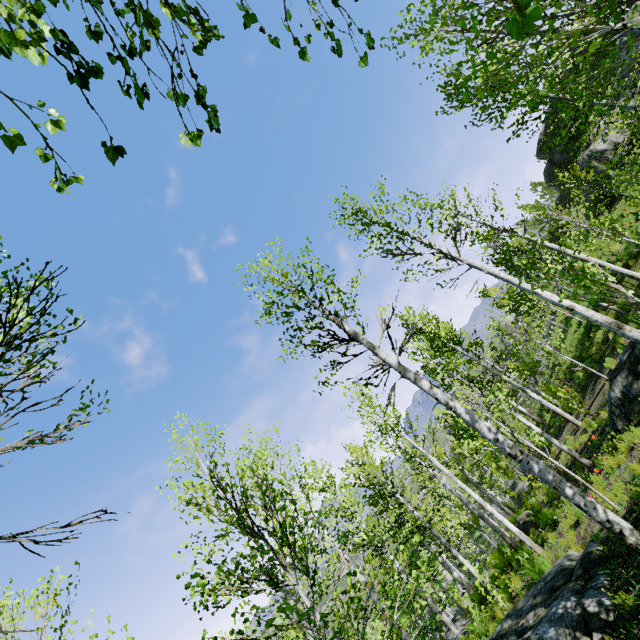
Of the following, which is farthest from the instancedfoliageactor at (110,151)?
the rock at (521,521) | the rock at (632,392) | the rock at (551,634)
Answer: the rock at (521,521)

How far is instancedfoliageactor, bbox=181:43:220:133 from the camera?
1.4 meters

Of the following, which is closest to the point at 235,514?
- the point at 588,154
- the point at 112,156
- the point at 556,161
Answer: the point at 112,156

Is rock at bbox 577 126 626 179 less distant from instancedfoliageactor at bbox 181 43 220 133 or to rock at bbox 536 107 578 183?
rock at bbox 536 107 578 183

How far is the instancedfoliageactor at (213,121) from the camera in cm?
142

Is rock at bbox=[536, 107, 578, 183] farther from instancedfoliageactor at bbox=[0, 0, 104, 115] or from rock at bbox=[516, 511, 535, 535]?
instancedfoliageactor at bbox=[0, 0, 104, 115]

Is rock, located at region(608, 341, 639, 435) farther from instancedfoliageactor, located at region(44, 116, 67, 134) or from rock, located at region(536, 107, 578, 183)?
rock, located at region(536, 107, 578, 183)
